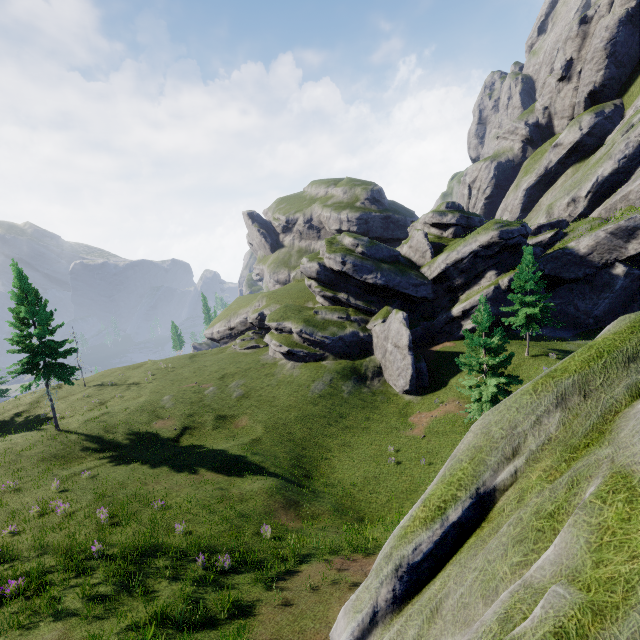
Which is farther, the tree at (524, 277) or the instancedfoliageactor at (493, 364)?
the tree at (524, 277)

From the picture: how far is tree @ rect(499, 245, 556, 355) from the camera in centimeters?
2917cm

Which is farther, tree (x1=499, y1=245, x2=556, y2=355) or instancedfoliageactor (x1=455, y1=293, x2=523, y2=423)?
tree (x1=499, y1=245, x2=556, y2=355)

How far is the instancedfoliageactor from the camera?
20.61m

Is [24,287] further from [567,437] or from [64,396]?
[567,437]

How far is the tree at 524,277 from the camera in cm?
2917
